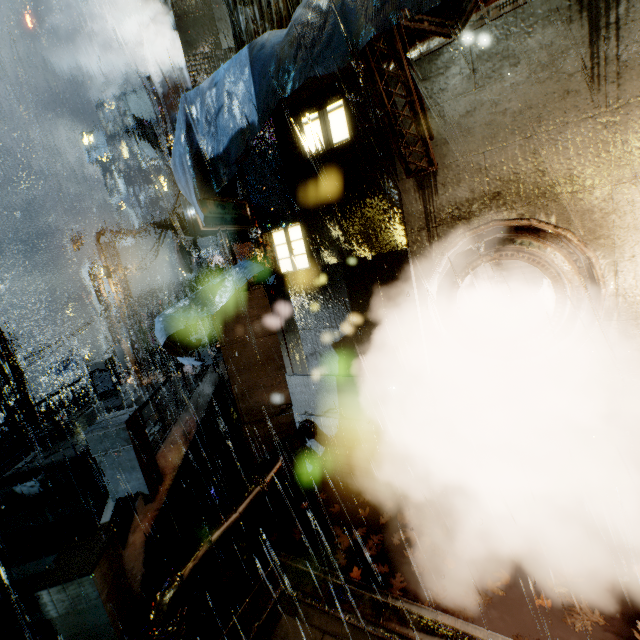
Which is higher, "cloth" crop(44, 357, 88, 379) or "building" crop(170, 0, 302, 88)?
"building" crop(170, 0, 302, 88)

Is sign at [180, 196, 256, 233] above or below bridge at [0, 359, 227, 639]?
above

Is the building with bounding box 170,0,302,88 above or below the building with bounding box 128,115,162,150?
below

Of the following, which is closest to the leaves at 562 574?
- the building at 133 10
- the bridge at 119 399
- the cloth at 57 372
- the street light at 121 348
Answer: the building at 133 10

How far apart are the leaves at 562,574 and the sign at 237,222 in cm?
835

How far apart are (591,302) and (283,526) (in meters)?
7.72

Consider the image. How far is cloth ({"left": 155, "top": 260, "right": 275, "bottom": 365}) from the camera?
7.44m

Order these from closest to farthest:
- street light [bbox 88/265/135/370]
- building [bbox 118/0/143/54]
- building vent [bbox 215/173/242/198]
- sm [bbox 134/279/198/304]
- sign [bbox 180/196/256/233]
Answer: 1. sign [bbox 180/196/256/233]
2. building vent [bbox 215/173/242/198]
3. street light [bbox 88/265/135/370]
4. sm [bbox 134/279/198/304]
5. building [bbox 118/0/143/54]
